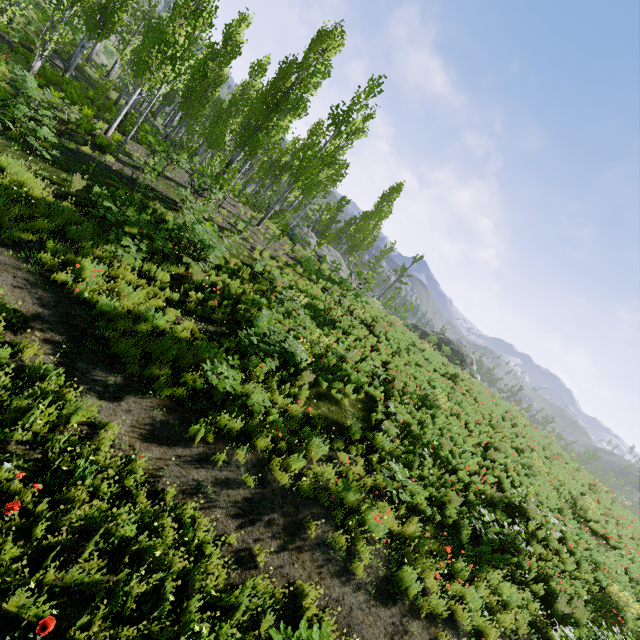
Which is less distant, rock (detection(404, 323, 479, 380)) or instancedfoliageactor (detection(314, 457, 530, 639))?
instancedfoliageactor (detection(314, 457, 530, 639))

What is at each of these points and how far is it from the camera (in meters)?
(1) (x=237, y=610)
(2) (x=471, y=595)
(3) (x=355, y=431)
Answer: (1) instancedfoliageactor, 4.22
(2) instancedfoliageactor, 6.85
(3) instancedfoliageactor, 8.62

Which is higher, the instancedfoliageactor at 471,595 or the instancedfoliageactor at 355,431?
the instancedfoliageactor at 355,431

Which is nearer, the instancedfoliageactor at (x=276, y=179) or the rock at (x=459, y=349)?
the instancedfoliageactor at (x=276, y=179)

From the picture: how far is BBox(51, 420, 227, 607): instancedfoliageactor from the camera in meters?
4.0

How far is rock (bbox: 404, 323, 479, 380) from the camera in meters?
34.5

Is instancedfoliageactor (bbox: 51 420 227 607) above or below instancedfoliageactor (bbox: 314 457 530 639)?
below
